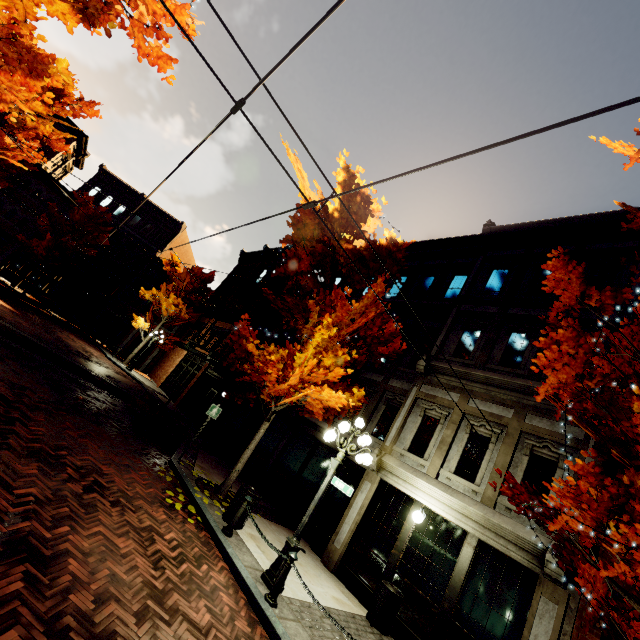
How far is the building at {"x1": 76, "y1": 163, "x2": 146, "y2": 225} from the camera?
33.28m

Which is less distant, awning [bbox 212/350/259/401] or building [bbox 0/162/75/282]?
awning [bbox 212/350/259/401]

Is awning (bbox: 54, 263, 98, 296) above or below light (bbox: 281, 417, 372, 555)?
above

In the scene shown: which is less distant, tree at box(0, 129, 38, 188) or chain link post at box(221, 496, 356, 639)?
chain link post at box(221, 496, 356, 639)

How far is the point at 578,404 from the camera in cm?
507

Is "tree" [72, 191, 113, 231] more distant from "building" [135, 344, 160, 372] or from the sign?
the sign

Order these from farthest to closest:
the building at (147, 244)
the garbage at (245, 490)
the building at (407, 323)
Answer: the building at (147, 244), the building at (407, 323), the garbage at (245, 490)

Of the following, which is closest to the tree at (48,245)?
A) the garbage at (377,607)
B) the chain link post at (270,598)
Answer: the chain link post at (270,598)
